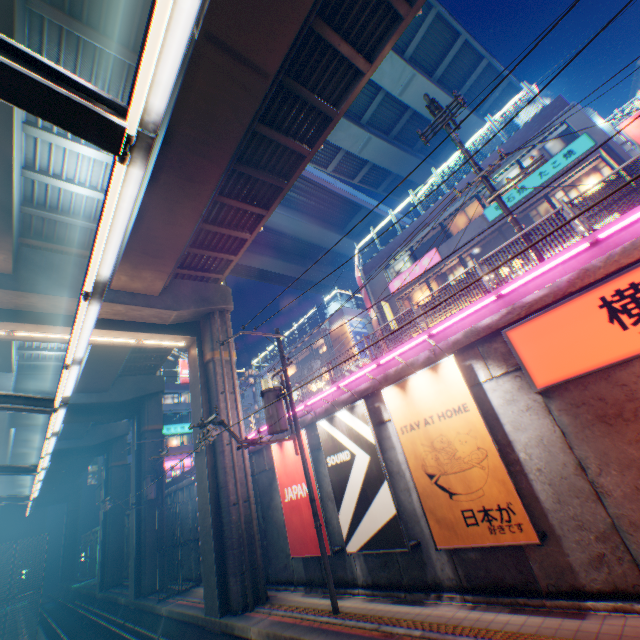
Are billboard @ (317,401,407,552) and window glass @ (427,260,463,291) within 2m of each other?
no

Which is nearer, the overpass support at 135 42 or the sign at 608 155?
the overpass support at 135 42

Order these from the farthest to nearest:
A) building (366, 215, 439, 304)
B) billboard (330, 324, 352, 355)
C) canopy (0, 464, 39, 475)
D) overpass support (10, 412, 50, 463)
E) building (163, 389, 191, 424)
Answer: building (163, 389, 191, 424) < billboard (330, 324, 352, 355) < building (366, 215, 439, 304) < overpass support (10, 412, 50, 463) < canopy (0, 464, 39, 475)

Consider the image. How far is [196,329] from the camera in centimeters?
1830cm

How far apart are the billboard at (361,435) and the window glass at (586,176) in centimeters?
1526cm

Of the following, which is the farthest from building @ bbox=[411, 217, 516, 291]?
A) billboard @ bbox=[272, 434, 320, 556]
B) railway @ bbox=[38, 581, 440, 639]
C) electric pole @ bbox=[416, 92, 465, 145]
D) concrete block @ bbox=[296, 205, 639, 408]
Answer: railway @ bbox=[38, 581, 440, 639]

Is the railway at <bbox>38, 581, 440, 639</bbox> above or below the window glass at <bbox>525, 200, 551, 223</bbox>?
below

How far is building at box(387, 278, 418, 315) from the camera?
23.7m
